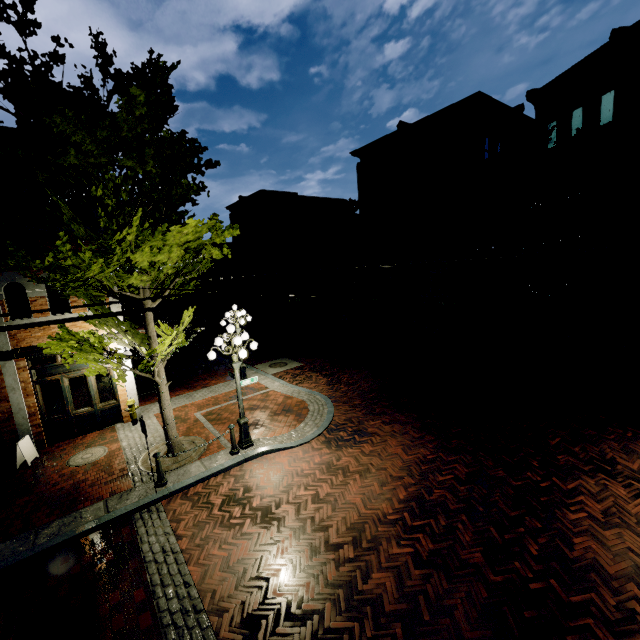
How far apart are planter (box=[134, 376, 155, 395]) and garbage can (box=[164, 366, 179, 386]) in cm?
5

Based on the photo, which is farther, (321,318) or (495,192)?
(321,318)

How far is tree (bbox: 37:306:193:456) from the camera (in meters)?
7.38

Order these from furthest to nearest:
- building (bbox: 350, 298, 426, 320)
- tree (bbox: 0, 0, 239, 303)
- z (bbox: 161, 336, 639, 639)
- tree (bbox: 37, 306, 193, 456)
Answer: building (bbox: 350, 298, 426, 320) < tree (bbox: 37, 306, 193, 456) < tree (bbox: 0, 0, 239, 303) < z (bbox: 161, 336, 639, 639)

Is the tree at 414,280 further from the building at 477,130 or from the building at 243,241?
the building at 243,241

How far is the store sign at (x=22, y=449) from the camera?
9.4 meters

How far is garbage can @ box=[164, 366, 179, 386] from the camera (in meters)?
15.17
